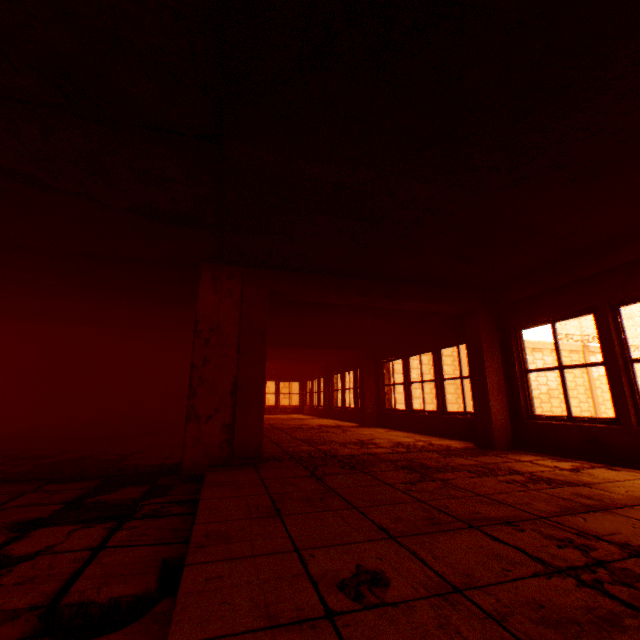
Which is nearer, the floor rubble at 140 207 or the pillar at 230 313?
the floor rubble at 140 207

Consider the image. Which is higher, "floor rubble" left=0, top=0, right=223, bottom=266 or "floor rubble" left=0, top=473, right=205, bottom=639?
"floor rubble" left=0, top=0, right=223, bottom=266

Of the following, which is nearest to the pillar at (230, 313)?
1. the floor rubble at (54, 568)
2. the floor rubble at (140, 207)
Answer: the floor rubble at (140, 207)

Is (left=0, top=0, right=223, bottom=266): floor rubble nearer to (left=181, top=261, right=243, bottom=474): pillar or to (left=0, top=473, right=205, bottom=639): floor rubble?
(left=181, top=261, right=243, bottom=474): pillar

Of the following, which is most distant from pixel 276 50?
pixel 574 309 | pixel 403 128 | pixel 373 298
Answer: pixel 574 309

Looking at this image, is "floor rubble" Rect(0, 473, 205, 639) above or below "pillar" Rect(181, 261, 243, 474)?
below

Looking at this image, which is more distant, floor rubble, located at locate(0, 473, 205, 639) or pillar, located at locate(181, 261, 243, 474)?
pillar, located at locate(181, 261, 243, 474)

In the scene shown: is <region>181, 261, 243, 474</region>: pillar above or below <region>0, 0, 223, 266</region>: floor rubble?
below
